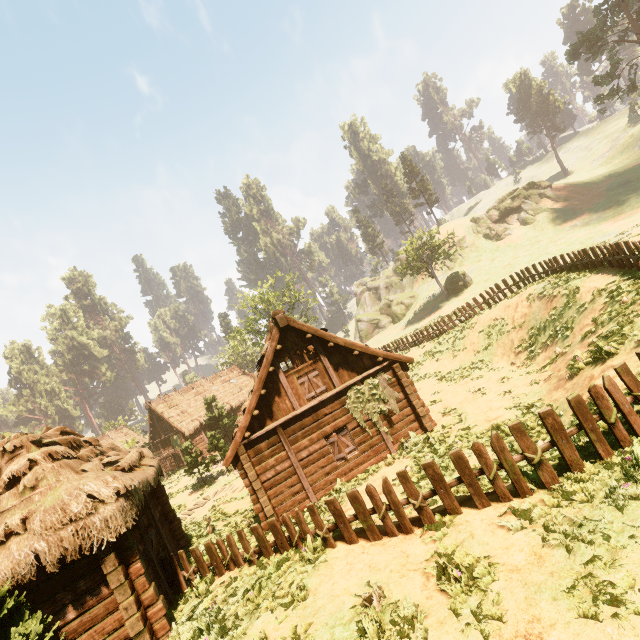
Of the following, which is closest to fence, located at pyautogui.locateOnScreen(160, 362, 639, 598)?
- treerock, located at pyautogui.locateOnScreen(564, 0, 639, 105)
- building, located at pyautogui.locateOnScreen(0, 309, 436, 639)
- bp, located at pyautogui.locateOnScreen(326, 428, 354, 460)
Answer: building, located at pyautogui.locateOnScreen(0, 309, 436, 639)

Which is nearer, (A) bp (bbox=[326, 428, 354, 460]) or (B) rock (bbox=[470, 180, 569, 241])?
(A) bp (bbox=[326, 428, 354, 460])

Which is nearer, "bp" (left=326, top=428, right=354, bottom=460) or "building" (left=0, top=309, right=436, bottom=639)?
"building" (left=0, top=309, right=436, bottom=639)

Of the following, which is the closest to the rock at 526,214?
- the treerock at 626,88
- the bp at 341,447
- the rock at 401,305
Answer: the rock at 401,305

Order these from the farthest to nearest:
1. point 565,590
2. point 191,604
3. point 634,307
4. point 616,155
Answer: point 616,155, point 634,307, point 191,604, point 565,590

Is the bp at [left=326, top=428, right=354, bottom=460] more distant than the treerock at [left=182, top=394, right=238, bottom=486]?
No

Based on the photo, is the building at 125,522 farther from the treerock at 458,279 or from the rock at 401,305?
the rock at 401,305

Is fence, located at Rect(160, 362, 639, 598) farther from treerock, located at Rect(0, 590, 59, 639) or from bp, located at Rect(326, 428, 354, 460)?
bp, located at Rect(326, 428, 354, 460)
